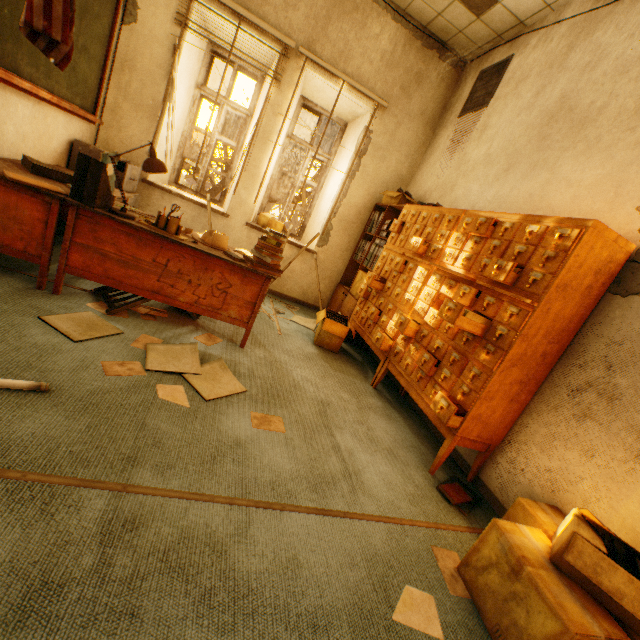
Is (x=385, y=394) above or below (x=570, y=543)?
below

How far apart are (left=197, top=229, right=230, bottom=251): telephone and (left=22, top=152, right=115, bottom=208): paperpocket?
0.68m

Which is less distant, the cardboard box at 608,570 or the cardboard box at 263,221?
the cardboard box at 608,570

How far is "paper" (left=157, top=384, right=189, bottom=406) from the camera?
1.8m

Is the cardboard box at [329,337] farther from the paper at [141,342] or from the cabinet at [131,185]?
the cabinet at [131,185]

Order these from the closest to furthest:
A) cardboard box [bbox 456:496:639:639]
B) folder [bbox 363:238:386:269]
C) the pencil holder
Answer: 1. cardboard box [bbox 456:496:639:639]
2. the pencil holder
3. folder [bbox 363:238:386:269]

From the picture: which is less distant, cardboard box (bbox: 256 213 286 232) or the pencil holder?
the pencil holder

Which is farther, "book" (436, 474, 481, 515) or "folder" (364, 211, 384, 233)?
"folder" (364, 211, 384, 233)
